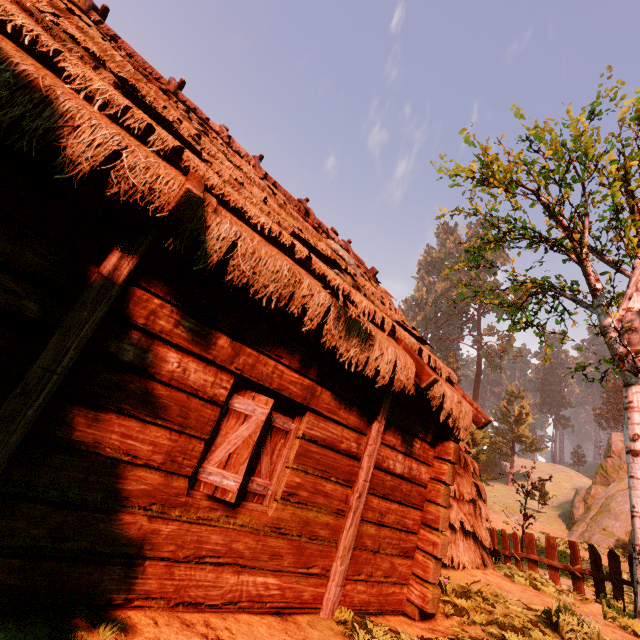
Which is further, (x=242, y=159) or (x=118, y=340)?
(x=242, y=159)

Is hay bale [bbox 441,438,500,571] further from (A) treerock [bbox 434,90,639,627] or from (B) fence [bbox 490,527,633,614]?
(A) treerock [bbox 434,90,639,627]

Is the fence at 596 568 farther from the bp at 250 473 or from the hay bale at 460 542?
the bp at 250 473

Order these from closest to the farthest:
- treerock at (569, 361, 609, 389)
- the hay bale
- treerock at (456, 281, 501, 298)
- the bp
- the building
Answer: the building → the bp → the hay bale → treerock at (569, 361, 609, 389) → treerock at (456, 281, 501, 298)

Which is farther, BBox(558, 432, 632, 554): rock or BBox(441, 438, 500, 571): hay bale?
BBox(558, 432, 632, 554): rock

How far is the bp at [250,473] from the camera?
3.4 meters

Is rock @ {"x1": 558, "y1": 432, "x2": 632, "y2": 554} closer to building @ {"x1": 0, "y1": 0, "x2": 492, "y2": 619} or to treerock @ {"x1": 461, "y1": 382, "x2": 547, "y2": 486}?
treerock @ {"x1": 461, "y1": 382, "x2": 547, "y2": 486}

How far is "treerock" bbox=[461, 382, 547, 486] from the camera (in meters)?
35.44
